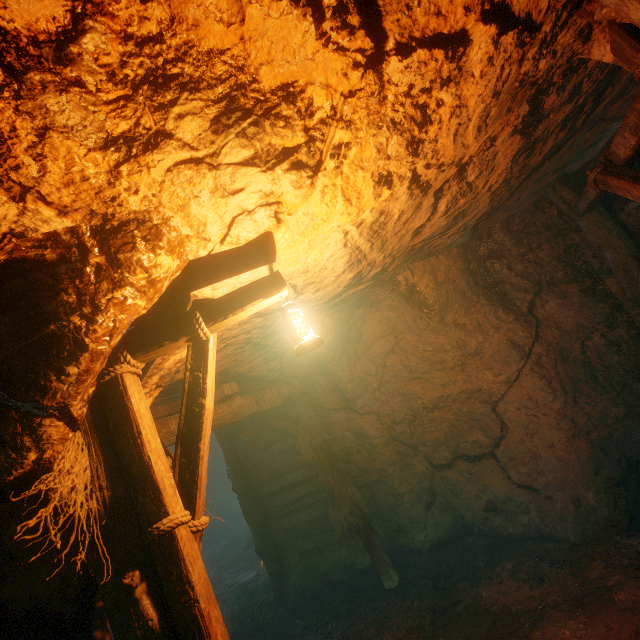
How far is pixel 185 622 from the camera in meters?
1.8

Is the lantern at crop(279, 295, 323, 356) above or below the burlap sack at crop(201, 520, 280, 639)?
above

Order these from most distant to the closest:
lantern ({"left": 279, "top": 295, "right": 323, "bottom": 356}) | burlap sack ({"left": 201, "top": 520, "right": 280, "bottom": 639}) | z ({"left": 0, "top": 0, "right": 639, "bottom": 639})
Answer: burlap sack ({"left": 201, "top": 520, "right": 280, "bottom": 639})
lantern ({"left": 279, "top": 295, "right": 323, "bottom": 356})
z ({"left": 0, "top": 0, "right": 639, "bottom": 639})

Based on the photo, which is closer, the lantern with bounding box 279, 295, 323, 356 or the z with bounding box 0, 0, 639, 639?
the z with bounding box 0, 0, 639, 639

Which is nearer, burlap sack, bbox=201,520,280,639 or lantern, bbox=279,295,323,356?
lantern, bbox=279,295,323,356

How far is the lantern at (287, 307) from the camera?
2.4 meters

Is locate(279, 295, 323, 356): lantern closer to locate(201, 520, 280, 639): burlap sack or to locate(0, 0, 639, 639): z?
locate(0, 0, 639, 639): z

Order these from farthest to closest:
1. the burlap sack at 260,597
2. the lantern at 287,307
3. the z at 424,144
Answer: the burlap sack at 260,597 < the lantern at 287,307 < the z at 424,144
